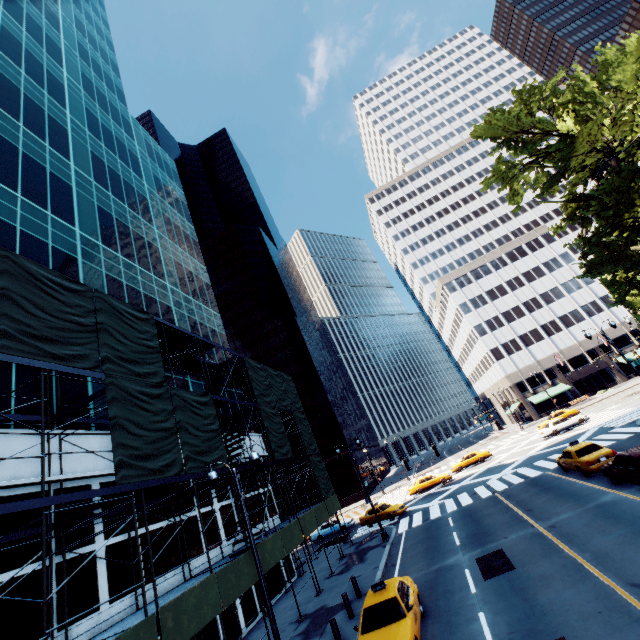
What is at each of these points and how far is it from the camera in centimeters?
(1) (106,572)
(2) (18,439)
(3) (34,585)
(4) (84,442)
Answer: (1) building, 1252cm
(2) building, 1162cm
(3) building, 1042cm
(4) building, 1381cm

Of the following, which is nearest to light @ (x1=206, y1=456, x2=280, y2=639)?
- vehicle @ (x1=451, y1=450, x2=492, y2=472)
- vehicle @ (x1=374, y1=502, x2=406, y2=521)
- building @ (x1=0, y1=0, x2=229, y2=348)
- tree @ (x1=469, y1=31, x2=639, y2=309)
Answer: building @ (x1=0, y1=0, x2=229, y2=348)

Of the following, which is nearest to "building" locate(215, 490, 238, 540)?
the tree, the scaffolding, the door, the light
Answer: the scaffolding

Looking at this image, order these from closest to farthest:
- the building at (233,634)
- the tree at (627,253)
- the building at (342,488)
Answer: the building at (233,634) < the tree at (627,253) < the building at (342,488)

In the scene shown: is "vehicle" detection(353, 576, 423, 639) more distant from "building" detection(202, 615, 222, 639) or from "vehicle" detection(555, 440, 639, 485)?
"vehicle" detection(555, 440, 639, 485)

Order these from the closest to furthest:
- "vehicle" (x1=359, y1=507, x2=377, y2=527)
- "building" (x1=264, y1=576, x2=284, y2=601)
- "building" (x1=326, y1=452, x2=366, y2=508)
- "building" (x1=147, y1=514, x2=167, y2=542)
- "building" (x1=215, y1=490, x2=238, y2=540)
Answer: "building" (x1=147, y1=514, x2=167, y2=542) < "building" (x1=215, y1=490, x2=238, y2=540) < "building" (x1=264, y1=576, x2=284, y2=601) < "vehicle" (x1=359, y1=507, x2=377, y2=527) < "building" (x1=326, y1=452, x2=366, y2=508)

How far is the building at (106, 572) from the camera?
11.2 meters

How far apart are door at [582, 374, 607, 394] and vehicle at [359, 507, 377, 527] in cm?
4773
